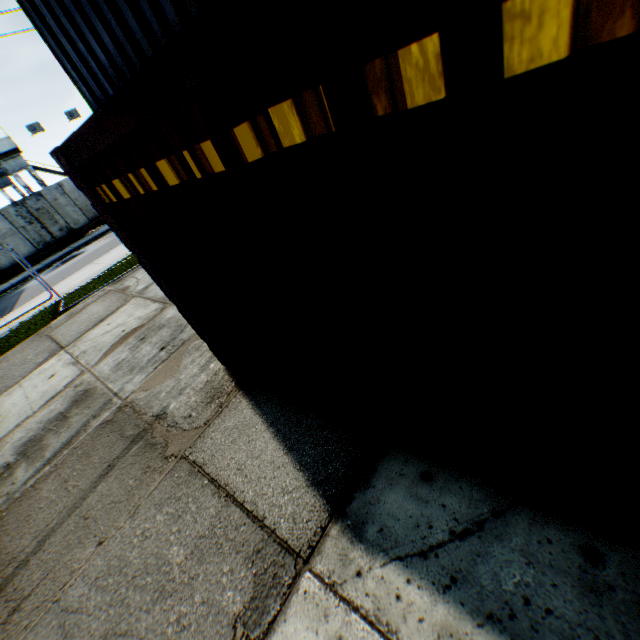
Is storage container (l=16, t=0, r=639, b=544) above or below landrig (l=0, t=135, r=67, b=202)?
below

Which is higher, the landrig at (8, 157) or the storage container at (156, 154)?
the landrig at (8, 157)

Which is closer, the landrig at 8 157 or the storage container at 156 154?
the storage container at 156 154

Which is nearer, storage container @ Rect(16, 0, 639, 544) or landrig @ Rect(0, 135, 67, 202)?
storage container @ Rect(16, 0, 639, 544)

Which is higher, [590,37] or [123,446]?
[590,37]
